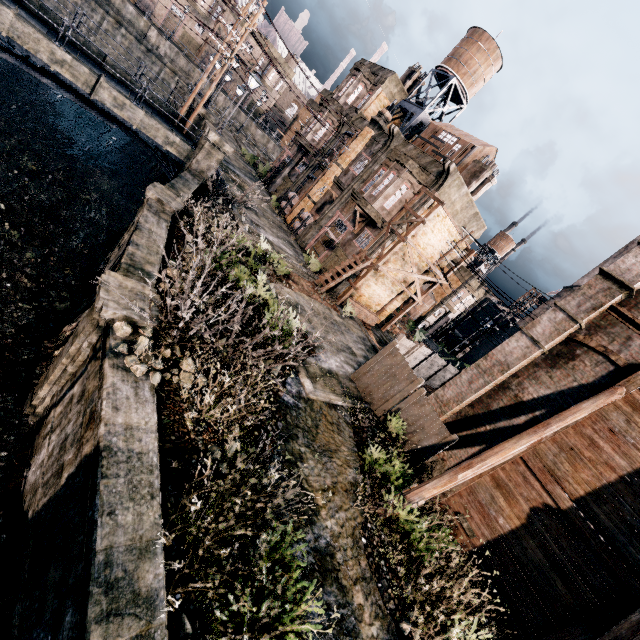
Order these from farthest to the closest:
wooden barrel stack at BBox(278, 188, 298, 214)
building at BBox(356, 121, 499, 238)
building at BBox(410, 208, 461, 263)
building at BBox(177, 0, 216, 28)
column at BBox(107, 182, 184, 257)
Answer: building at BBox(177, 0, 216, 28), wooden barrel stack at BBox(278, 188, 298, 214), building at BBox(410, 208, 461, 263), building at BBox(356, 121, 499, 238), column at BBox(107, 182, 184, 257)

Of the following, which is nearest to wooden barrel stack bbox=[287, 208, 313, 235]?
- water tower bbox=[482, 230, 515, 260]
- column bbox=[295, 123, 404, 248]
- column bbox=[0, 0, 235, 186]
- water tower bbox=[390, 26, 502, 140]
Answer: column bbox=[295, 123, 404, 248]

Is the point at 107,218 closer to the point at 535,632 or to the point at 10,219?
the point at 10,219

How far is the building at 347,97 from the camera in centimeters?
2836cm

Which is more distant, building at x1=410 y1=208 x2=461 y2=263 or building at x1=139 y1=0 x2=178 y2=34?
building at x1=139 y1=0 x2=178 y2=34

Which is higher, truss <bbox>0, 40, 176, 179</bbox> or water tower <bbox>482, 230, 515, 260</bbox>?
water tower <bbox>482, 230, 515, 260</bbox>

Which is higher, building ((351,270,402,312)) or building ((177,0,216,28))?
building ((177,0,216,28))

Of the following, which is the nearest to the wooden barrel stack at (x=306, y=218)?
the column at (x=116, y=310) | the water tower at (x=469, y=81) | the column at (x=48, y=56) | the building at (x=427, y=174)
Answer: the building at (x=427, y=174)
